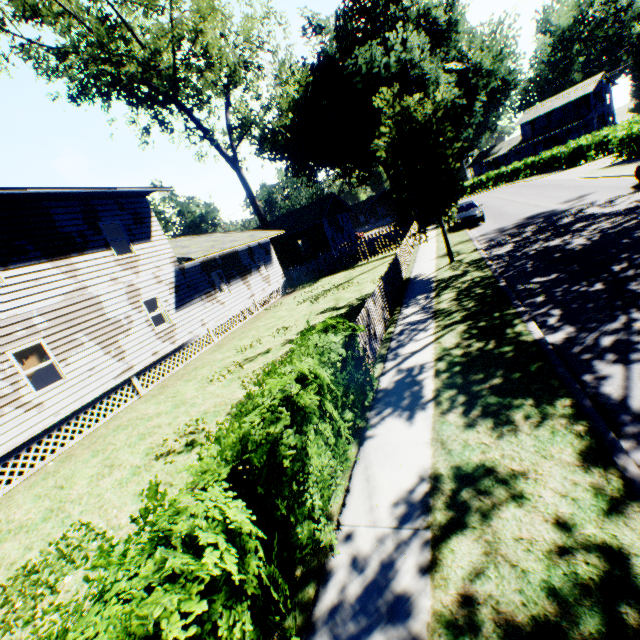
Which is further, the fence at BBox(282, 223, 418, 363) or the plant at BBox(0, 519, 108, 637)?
the fence at BBox(282, 223, 418, 363)

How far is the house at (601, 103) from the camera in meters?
49.9 m

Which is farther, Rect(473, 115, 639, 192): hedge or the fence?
Rect(473, 115, 639, 192): hedge

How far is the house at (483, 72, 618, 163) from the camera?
49.9m

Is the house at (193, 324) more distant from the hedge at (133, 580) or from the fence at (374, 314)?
the hedge at (133, 580)

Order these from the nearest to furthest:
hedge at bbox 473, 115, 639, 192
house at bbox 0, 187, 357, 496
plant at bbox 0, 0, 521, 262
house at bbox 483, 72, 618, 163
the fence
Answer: the fence < house at bbox 0, 187, 357, 496 < plant at bbox 0, 0, 521, 262 < hedge at bbox 473, 115, 639, 192 < house at bbox 483, 72, 618, 163

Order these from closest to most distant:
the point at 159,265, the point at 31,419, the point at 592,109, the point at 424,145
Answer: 1. the point at 31,419
2. the point at 424,145
3. the point at 159,265
4. the point at 592,109

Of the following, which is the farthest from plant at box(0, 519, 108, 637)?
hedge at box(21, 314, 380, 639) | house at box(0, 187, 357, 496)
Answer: hedge at box(21, 314, 380, 639)
